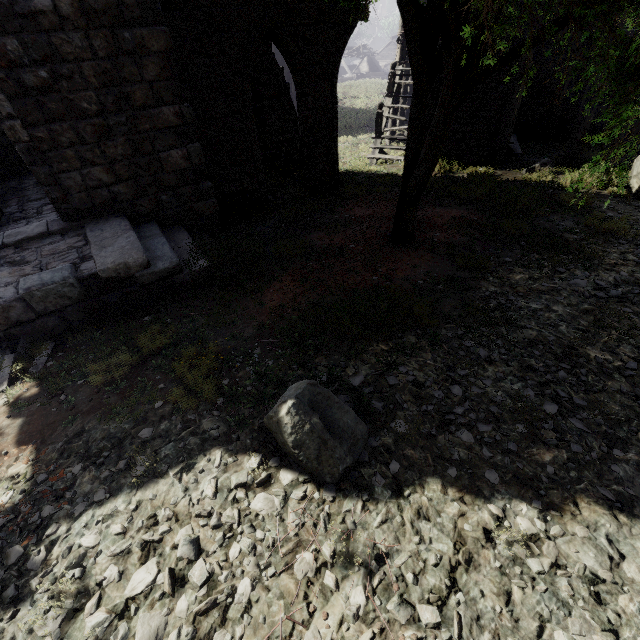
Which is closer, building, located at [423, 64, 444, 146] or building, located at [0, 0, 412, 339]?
building, located at [0, 0, 412, 339]

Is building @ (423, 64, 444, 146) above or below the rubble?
above

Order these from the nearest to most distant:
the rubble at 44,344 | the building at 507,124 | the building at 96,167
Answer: the rubble at 44,344 → the building at 96,167 → the building at 507,124

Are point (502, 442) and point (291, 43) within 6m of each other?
no

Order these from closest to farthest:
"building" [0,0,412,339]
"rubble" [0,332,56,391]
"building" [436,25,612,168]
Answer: "rubble" [0,332,56,391] → "building" [0,0,412,339] → "building" [436,25,612,168]

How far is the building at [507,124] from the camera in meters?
10.4 m

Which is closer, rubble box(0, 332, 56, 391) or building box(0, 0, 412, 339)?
rubble box(0, 332, 56, 391)

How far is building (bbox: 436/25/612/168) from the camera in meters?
10.4
